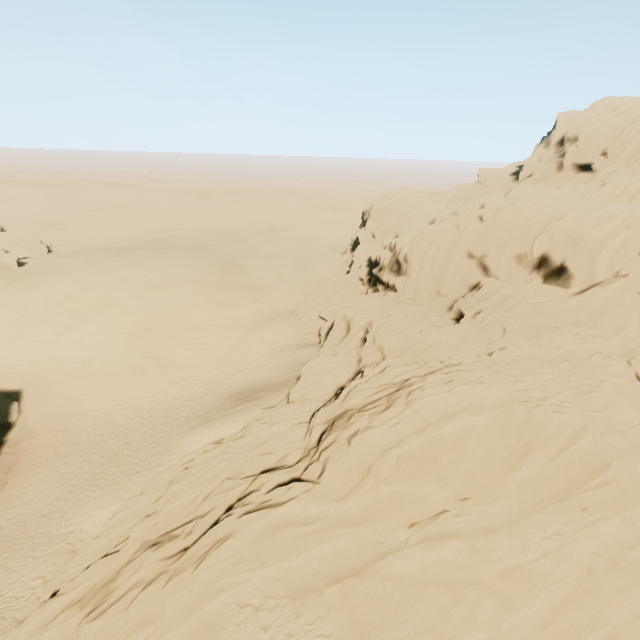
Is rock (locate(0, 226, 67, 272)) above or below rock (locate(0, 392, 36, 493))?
above

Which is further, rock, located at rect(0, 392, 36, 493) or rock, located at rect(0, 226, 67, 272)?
rock, located at rect(0, 226, 67, 272)

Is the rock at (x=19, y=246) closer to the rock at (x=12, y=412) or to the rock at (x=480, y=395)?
the rock at (x=480, y=395)

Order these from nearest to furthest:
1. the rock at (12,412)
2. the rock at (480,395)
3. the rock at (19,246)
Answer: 1. the rock at (480,395)
2. the rock at (12,412)
3. the rock at (19,246)

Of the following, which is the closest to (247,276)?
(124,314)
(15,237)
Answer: (124,314)

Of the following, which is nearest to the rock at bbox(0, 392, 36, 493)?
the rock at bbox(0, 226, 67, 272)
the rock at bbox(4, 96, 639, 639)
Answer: the rock at bbox(4, 96, 639, 639)

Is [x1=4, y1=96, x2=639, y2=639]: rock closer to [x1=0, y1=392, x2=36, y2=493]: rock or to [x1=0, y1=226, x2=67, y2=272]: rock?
[x1=0, y1=392, x2=36, y2=493]: rock
